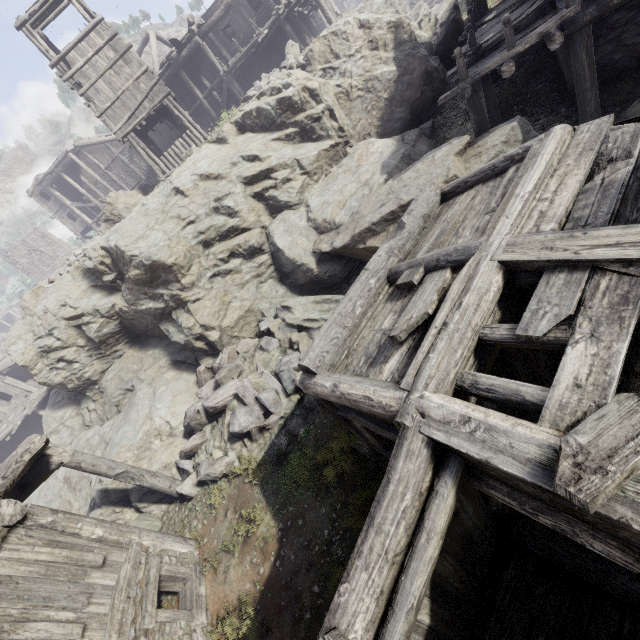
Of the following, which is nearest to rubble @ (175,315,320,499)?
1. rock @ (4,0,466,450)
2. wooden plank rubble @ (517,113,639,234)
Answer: rock @ (4,0,466,450)

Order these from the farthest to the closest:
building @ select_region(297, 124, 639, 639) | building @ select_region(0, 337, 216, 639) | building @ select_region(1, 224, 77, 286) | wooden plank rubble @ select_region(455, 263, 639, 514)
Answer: building @ select_region(1, 224, 77, 286), building @ select_region(0, 337, 216, 639), building @ select_region(297, 124, 639, 639), wooden plank rubble @ select_region(455, 263, 639, 514)

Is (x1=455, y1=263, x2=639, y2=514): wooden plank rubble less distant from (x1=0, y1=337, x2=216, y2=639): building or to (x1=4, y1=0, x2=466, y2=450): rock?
(x1=0, y1=337, x2=216, y2=639): building

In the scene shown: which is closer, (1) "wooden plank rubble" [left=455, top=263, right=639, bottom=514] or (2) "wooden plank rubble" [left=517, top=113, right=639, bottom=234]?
(1) "wooden plank rubble" [left=455, top=263, right=639, bottom=514]

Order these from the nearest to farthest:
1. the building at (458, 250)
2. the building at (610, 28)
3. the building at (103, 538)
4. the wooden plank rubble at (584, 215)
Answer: the building at (458, 250), the wooden plank rubble at (584, 215), the building at (103, 538), the building at (610, 28)

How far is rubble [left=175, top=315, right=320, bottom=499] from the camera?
8.7 meters

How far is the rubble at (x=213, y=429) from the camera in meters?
8.7

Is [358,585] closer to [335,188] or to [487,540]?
[487,540]
